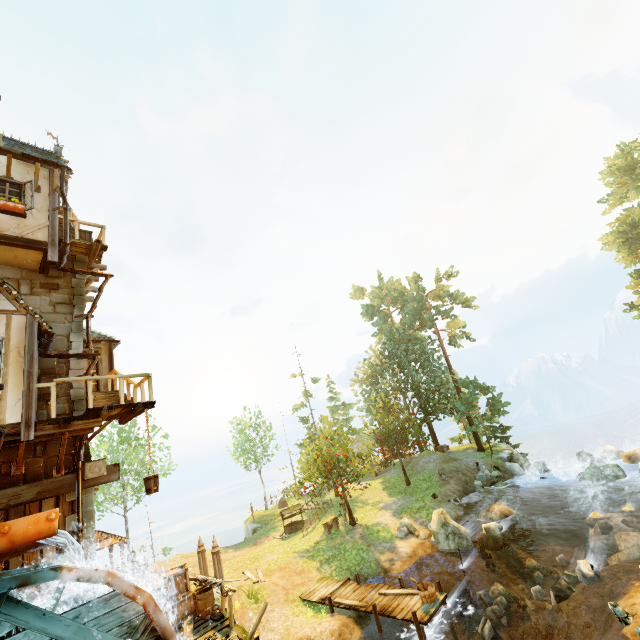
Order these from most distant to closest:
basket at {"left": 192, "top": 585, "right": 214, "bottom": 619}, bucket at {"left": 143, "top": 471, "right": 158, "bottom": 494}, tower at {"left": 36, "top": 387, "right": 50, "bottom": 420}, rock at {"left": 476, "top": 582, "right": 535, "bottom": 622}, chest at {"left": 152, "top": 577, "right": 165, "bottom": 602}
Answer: rock at {"left": 476, "top": 582, "right": 535, "bottom": 622}
chest at {"left": 152, "top": 577, "right": 165, "bottom": 602}
basket at {"left": 192, "top": 585, "right": 214, "bottom": 619}
tower at {"left": 36, "top": 387, "right": 50, "bottom": 420}
bucket at {"left": 143, "top": 471, "right": 158, "bottom": 494}

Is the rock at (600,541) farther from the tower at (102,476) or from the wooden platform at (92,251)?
the wooden platform at (92,251)

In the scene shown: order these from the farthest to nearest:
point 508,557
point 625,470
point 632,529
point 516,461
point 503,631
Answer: point 516,461, point 625,470, point 508,557, point 632,529, point 503,631

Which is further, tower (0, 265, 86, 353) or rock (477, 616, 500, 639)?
rock (477, 616, 500, 639)

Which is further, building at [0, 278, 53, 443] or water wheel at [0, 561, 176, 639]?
building at [0, 278, 53, 443]

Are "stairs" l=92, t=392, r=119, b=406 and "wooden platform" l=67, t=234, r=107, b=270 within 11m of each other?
yes

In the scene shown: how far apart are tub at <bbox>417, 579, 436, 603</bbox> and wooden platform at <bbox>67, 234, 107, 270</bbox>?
17.4m

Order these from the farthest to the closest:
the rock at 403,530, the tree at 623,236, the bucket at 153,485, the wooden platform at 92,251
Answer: the tree at 623,236 → the rock at 403,530 → the wooden platform at 92,251 → the bucket at 153,485
